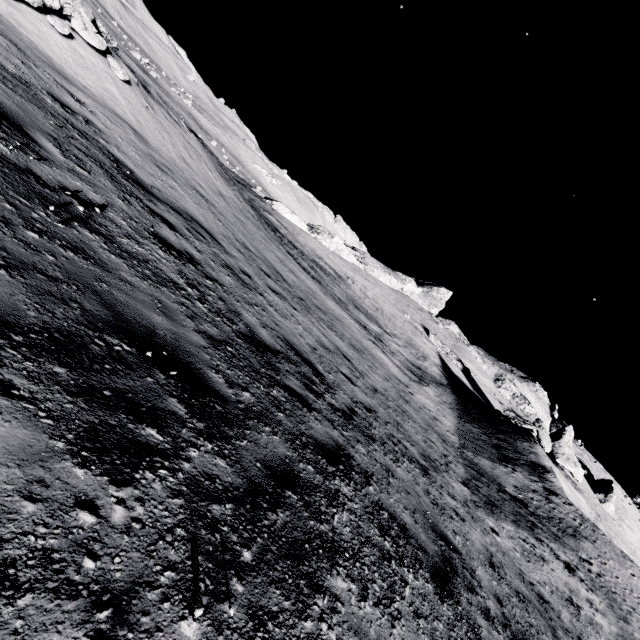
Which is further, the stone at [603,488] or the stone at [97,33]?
the stone at [603,488]

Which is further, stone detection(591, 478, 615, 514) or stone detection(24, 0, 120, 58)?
stone detection(591, 478, 615, 514)

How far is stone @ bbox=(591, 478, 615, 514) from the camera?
39.6 meters

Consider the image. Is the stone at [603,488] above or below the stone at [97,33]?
above

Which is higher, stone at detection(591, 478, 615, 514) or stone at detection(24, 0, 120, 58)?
stone at detection(591, 478, 615, 514)

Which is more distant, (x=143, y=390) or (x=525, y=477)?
(x=525, y=477)
